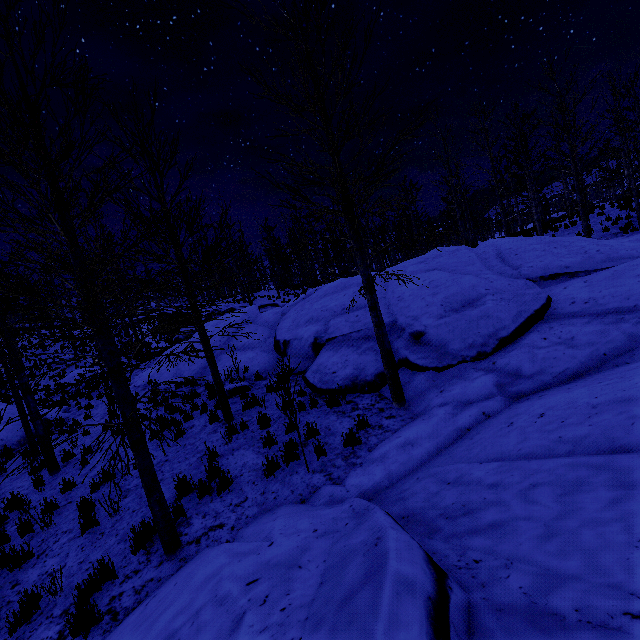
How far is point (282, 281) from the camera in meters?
39.1

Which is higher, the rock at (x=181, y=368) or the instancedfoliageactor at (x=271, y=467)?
the rock at (x=181, y=368)

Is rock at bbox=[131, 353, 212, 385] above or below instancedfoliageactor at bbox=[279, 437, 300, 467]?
above

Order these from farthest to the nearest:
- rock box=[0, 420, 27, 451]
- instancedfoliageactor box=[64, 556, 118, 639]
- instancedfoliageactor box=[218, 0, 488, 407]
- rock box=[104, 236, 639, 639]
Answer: rock box=[0, 420, 27, 451]
instancedfoliageactor box=[218, 0, 488, 407]
instancedfoliageactor box=[64, 556, 118, 639]
rock box=[104, 236, 639, 639]

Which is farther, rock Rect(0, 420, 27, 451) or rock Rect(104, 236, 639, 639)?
rock Rect(0, 420, 27, 451)

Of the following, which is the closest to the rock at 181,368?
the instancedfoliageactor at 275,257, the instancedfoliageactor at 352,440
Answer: the instancedfoliageactor at 352,440

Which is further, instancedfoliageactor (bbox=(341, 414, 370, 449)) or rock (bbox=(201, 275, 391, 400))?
rock (bbox=(201, 275, 391, 400))
